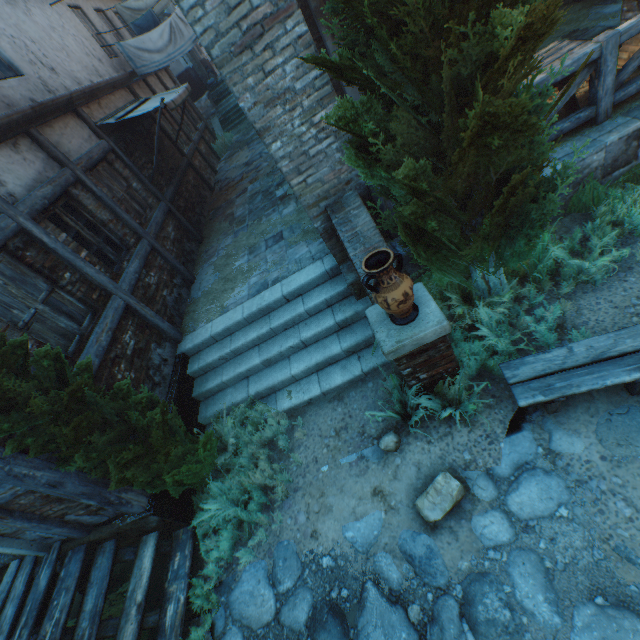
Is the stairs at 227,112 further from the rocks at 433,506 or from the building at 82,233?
the rocks at 433,506

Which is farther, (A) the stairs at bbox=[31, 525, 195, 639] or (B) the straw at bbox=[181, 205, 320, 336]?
(B) the straw at bbox=[181, 205, 320, 336]

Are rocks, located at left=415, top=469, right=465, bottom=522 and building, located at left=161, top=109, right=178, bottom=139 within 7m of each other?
no

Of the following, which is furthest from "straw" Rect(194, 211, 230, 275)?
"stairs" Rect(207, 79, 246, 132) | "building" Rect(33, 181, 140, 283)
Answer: "stairs" Rect(207, 79, 246, 132)

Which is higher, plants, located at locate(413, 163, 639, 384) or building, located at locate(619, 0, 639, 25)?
building, located at locate(619, 0, 639, 25)

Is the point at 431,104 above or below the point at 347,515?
above

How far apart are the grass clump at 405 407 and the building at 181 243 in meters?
5.8 m

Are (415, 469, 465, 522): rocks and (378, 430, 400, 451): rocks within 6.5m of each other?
yes
